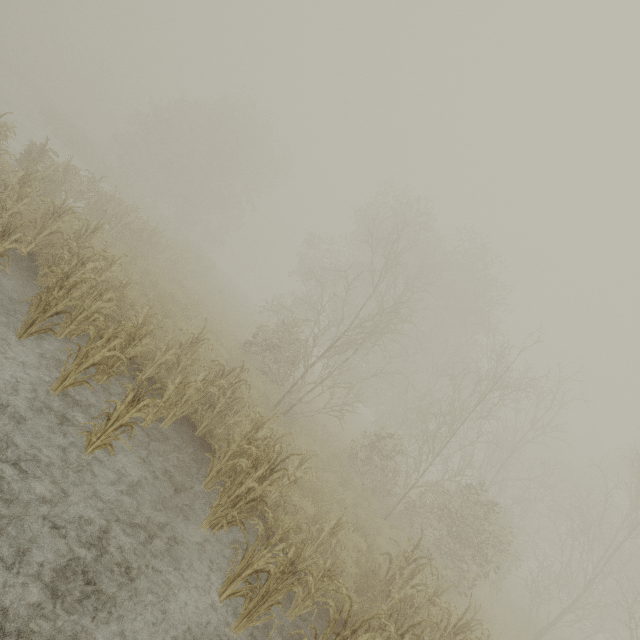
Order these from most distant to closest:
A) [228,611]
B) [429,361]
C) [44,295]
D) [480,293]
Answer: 1. [429,361]
2. [480,293]
3. [44,295]
4. [228,611]
